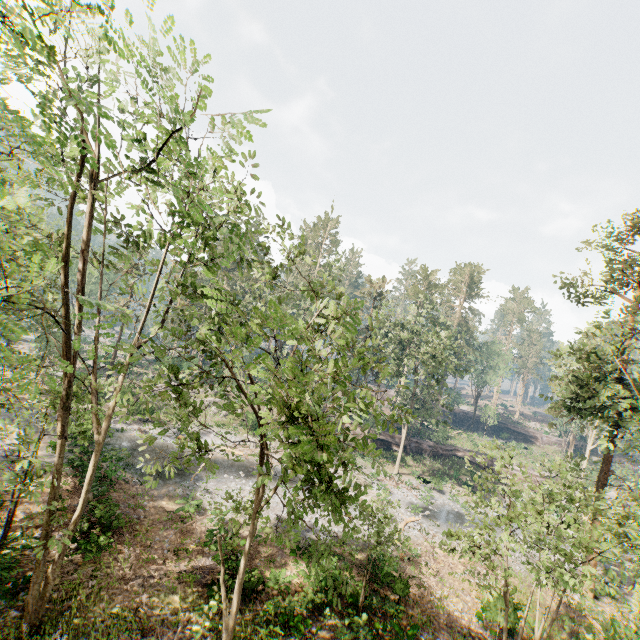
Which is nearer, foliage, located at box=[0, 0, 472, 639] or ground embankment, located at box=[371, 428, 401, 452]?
foliage, located at box=[0, 0, 472, 639]

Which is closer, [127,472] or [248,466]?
[127,472]

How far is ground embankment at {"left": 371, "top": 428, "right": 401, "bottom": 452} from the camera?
43.4 meters

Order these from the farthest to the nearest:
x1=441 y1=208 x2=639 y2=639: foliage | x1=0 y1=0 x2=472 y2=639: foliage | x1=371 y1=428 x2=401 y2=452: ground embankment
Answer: x1=371 y1=428 x2=401 y2=452: ground embankment < x1=441 y1=208 x2=639 y2=639: foliage < x1=0 y1=0 x2=472 y2=639: foliage

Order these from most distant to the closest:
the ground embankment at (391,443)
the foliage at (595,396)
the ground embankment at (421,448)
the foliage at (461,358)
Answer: the ground embankment at (421,448) → the ground embankment at (391,443) → the foliage at (595,396) → the foliage at (461,358)

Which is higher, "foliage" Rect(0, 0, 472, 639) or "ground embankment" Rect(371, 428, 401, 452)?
"foliage" Rect(0, 0, 472, 639)

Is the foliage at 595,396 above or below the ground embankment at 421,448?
above
